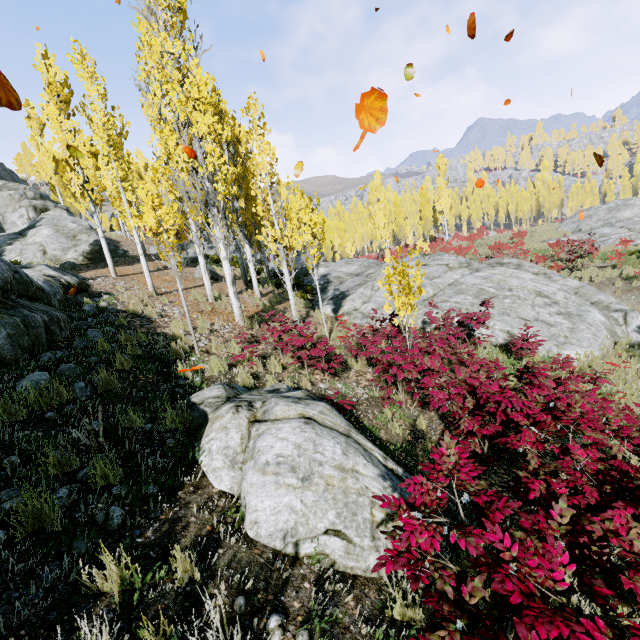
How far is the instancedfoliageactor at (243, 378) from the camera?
6.1m

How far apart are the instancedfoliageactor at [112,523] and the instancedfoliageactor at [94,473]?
0.3 meters

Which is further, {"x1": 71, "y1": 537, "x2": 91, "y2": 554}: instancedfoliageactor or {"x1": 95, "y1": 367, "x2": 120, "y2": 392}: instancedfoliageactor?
{"x1": 95, "y1": 367, "x2": 120, "y2": 392}: instancedfoliageactor

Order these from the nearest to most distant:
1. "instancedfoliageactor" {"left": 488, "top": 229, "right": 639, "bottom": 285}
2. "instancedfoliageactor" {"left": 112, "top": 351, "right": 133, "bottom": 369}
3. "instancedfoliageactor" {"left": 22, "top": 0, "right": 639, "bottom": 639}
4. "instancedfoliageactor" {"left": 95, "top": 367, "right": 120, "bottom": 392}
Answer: "instancedfoliageactor" {"left": 22, "top": 0, "right": 639, "bottom": 639}
"instancedfoliageactor" {"left": 95, "top": 367, "right": 120, "bottom": 392}
"instancedfoliageactor" {"left": 112, "top": 351, "right": 133, "bottom": 369}
"instancedfoliageactor" {"left": 488, "top": 229, "right": 639, "bottom": 285}

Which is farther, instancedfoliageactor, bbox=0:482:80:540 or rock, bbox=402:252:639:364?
rock, bbox=402:252:639:364

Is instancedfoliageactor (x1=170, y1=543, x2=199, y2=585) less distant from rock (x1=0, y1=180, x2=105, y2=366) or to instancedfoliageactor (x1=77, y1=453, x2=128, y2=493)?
rock (x1=0, y1=180, x2=105, y2=366)

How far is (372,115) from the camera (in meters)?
1.97

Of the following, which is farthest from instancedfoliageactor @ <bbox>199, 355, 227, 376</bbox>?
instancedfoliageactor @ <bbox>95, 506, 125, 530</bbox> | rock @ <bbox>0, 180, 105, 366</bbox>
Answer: instancedfoliageactor @ <bbox>95, 506, 125, 530</bbox>
